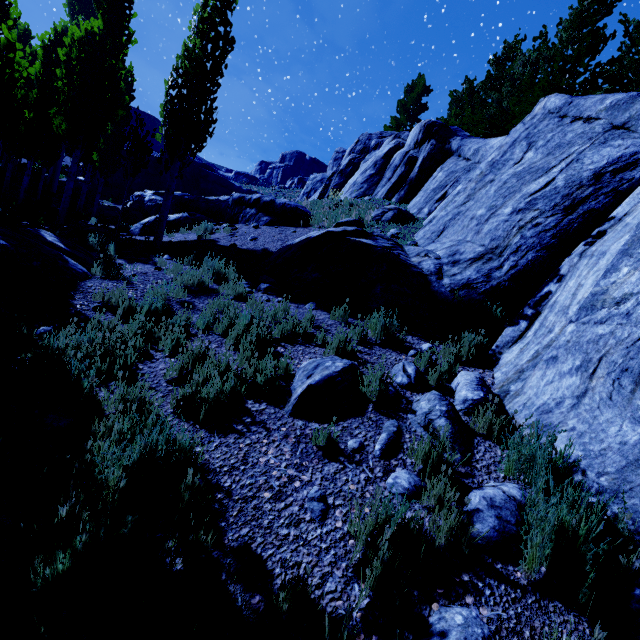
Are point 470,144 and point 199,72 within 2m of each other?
no

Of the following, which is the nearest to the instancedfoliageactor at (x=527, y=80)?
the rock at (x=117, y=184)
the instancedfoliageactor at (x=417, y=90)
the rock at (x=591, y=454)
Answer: the rock at (x=591, y=454)

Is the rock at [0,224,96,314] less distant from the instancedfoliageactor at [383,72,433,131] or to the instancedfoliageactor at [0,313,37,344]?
the instancedfoliageactor at [0,313,37,344]

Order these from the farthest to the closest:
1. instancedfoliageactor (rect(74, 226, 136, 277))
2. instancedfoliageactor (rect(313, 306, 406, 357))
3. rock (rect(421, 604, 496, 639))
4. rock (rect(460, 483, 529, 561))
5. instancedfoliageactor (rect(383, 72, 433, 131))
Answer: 1. instancedfoliageactor (rect(383, 72, 433, 131))
2. instancedfoliageactor (rect(74, 226, 136, 277))
3. instancedfoliageactor (rect(313, 306, 406, 357))
4. rock (rect(460, 483, 529, 561))
5. rock (rect(421, 604, 496, 639))

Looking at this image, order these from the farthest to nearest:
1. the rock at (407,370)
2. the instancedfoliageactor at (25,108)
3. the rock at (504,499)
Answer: the instancedfoliageactor at (25,108)
the rock at (407,370)
the rock at (504,499)

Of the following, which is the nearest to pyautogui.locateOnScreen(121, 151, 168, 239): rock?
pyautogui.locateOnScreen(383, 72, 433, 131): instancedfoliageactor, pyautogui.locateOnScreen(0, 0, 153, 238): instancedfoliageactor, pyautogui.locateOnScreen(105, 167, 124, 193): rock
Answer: pyautogui.locateOnScreen(0, 0, 153, 238): instancedfoliageactor
